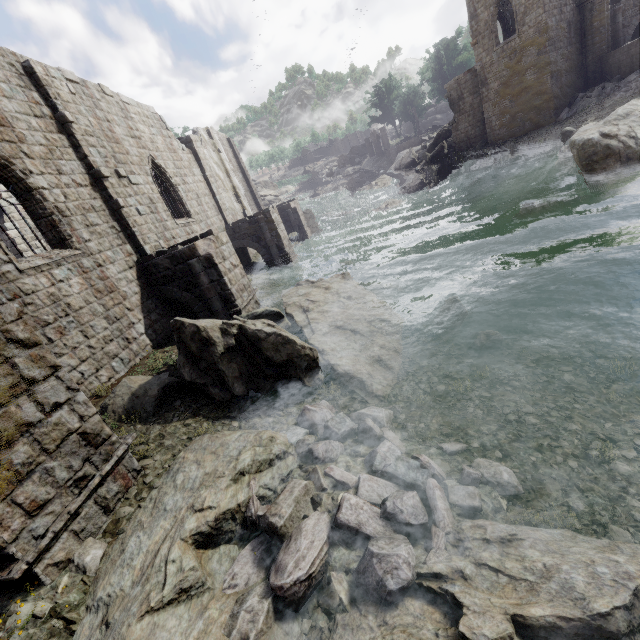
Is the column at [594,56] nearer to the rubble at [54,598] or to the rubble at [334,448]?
the rubble at [334,448]

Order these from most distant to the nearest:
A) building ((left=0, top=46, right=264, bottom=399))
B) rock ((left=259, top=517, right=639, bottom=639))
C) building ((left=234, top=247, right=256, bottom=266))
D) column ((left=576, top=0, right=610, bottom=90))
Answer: column ((left=576, top=0, right=610, bottom=90))
building ((left=234, top=247, right=256, bottom=266))
building ((left=0, top=46, right=264, bottom=399))
rock ((left=259, top=517, right=639, bottom=639))

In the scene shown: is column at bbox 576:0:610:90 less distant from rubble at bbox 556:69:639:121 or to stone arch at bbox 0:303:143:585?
rubble at bbox 556:69:639:121

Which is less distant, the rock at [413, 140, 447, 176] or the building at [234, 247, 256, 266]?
the building at [234, 247, 256, 266]

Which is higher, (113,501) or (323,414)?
(113,501)

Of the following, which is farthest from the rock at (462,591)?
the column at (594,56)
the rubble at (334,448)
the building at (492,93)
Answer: the column at (594,56)

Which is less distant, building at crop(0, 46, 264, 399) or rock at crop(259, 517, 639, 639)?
rock at crop(259, 517, 639, 639)

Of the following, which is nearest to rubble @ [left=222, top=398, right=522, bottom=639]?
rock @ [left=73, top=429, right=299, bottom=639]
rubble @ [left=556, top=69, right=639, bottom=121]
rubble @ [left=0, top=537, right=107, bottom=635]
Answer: rock @ [left=73, top=429, right=299, bottom=639]
